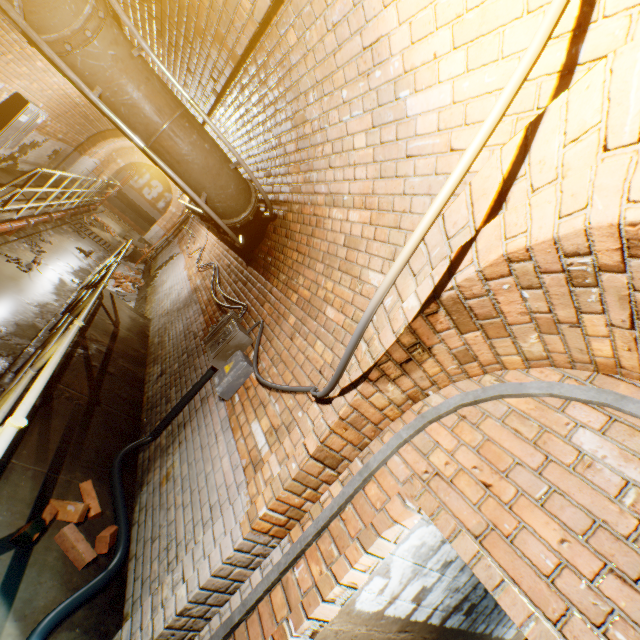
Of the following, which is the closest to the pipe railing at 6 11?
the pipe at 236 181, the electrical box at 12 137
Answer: the pipe at 236 181

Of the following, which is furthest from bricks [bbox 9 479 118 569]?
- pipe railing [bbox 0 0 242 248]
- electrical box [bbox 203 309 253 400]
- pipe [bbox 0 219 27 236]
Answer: pipe [bbox 0 219 27 236]

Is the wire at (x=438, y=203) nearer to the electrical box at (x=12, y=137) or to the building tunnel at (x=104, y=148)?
the building tunnel at (x=104, y=148)

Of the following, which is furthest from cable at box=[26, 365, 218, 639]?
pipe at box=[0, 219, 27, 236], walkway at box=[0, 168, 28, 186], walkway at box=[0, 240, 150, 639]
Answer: pipe at box=[0, 219, 27, 236]

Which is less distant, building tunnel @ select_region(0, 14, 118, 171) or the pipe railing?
the pipe railing

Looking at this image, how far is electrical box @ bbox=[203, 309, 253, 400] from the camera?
3.0 meters

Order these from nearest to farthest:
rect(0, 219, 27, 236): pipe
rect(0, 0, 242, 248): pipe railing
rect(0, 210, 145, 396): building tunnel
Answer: rect(0, 0, 242, 248): pipe railing, rect(0, 210, 145, 396): building tunnel, rect(0, 219, 27, 236): pipe

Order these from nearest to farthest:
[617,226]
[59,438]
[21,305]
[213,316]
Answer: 1. [617,226]
2. [59,438]
3. [213,316]
4. [21,305]
